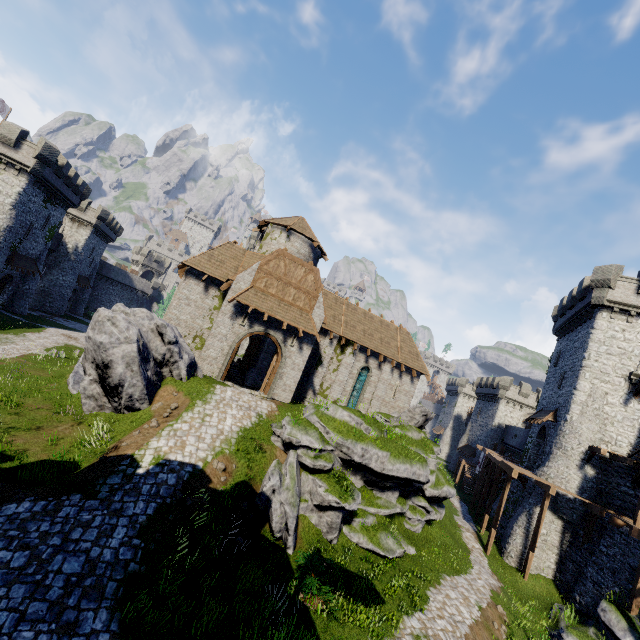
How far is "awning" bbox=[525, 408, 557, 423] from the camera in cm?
2570

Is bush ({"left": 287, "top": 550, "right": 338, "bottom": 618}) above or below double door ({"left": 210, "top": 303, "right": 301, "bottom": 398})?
below

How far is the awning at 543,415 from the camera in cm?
2570

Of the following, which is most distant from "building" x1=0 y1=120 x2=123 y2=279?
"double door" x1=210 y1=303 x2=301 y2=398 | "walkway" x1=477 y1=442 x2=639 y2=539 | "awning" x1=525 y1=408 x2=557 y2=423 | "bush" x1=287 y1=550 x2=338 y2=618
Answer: "awning" x1=525 y1=408 x2=557 y2=423

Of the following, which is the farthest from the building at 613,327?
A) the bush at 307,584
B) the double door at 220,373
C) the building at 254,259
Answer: the bush at 307,584

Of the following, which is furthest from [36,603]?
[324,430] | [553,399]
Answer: [553,399]

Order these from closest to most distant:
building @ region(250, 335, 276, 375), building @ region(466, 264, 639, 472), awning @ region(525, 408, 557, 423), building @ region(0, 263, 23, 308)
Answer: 1. building @ region(466, 264, 639, 472)
2. awning @ region(525, 408, 557, 423)
3. building @ region(250, 335, 276, 375)
4. building @ region(0, 263, 23, 308)

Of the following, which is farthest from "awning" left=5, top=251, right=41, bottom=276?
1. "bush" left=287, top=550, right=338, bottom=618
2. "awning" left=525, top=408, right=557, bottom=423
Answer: "awning" left=525, top=408, right=557, bottom=423
